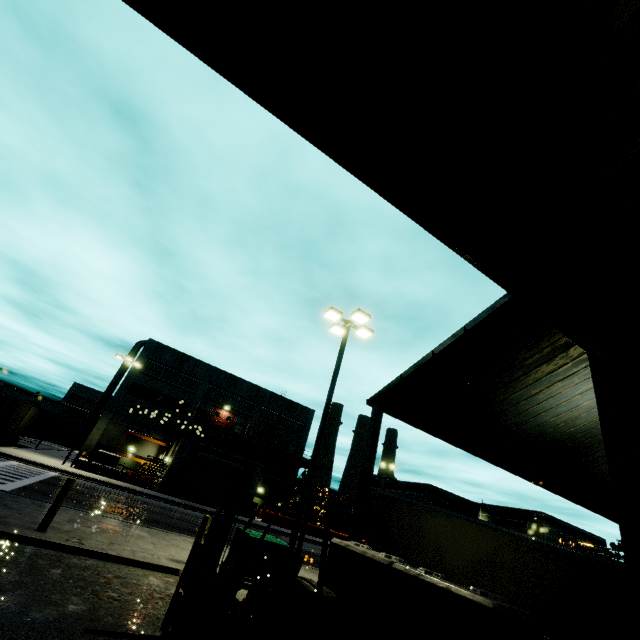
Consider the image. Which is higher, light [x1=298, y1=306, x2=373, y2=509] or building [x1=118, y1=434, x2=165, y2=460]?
light [x1=298, y1=306, x2=373, y2=509]

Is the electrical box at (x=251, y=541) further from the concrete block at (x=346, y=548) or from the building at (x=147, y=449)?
the building at (x=147, y=449)

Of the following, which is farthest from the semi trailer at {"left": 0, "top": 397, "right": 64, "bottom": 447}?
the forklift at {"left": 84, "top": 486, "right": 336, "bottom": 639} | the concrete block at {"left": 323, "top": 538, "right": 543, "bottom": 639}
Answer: the forklift at {"left": 84, "top": 486, "right": 336, "bottom": 639}

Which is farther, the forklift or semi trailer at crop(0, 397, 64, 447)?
semi trailer at crop(0, 397, 64, 447)

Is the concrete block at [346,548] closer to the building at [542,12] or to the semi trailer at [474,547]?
the building at [542,12]

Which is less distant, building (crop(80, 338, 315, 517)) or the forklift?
the forklift

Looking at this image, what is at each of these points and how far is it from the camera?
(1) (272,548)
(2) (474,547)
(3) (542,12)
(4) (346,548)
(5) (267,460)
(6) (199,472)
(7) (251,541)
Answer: (1) electrical box, 9.6 meters
(2) semi trailer, 13.3 meters
(3) building, 2.6 meters
(4) concrete block, 6.6 meters
(5) building, 42.5 meters
(6) roll-up door, 31.5 meters
(7) electrical box, 9.4 meters

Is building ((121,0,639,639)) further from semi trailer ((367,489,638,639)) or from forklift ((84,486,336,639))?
forklift ((84,486,336,639))
